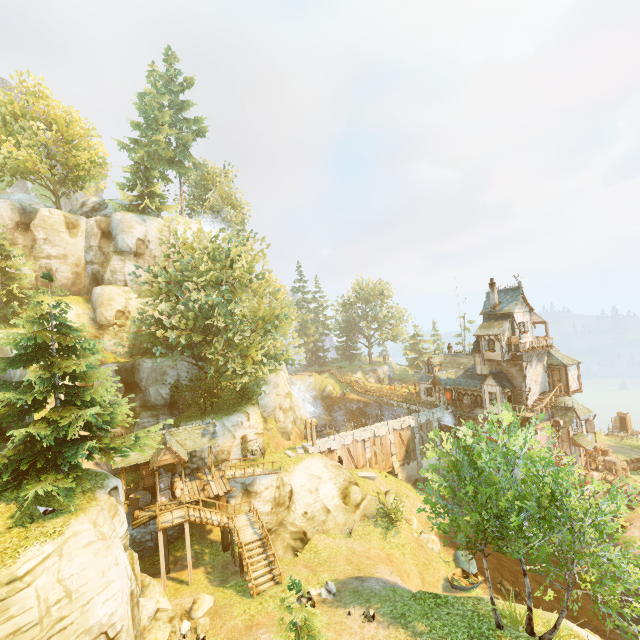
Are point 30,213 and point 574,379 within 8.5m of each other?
no

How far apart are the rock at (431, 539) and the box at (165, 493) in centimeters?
1931cm

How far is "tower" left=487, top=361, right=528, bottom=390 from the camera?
32.22m

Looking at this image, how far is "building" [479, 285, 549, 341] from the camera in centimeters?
3344cm

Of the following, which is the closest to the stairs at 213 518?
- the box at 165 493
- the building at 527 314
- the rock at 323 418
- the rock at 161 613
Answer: the box at 165 493

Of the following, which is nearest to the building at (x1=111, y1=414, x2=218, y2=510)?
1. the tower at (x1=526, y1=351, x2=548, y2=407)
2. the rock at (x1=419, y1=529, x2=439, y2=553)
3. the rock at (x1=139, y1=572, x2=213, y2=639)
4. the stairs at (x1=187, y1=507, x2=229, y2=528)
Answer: the stairs at (x1=187, y1=507, x2=229, y2=528)

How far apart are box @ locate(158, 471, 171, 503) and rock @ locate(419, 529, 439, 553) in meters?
19.3 m

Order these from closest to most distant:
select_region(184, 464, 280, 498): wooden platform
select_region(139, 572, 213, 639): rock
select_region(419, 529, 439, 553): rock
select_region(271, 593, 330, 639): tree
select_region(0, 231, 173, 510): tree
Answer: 1. select_region(271, 593, 330, 639): tree
2. select_region(0, 231, 173, 510): tree
3. select_region(139, 572, 213, 639): rock
4. select_region(184, 464, 280, 498): wooden platform
5. select_region(419, 529, 439, 553): rock
